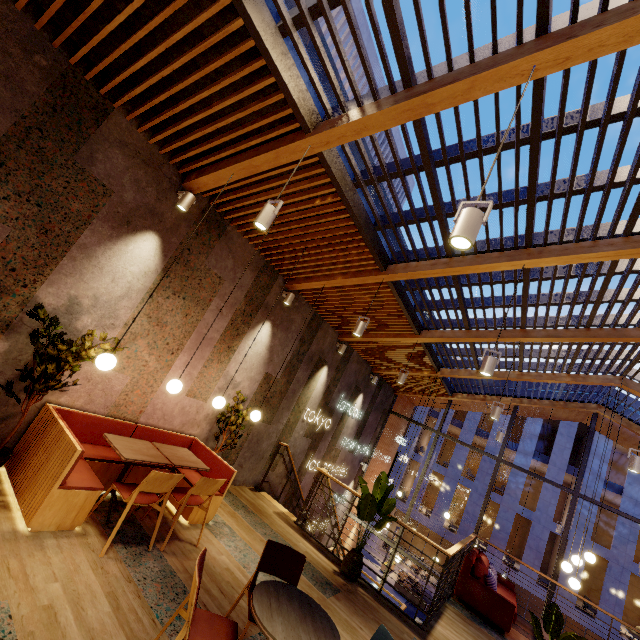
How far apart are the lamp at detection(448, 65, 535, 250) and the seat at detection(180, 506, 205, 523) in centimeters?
389cm

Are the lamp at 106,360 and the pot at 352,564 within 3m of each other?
no

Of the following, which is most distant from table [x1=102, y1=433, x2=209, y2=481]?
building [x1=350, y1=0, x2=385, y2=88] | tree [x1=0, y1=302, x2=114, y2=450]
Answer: building [x1=350, y1=0, x2=385, y2=88]

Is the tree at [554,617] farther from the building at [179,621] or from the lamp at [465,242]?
the lamp at [465,242]

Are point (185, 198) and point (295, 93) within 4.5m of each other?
yes

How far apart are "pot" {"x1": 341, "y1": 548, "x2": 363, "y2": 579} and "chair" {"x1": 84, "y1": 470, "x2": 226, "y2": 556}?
3.3 meters

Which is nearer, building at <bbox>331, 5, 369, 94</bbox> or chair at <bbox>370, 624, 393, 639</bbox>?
chair at <bbox>370, 624, 393, 639</bbox>

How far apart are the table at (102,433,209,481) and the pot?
2.9m
